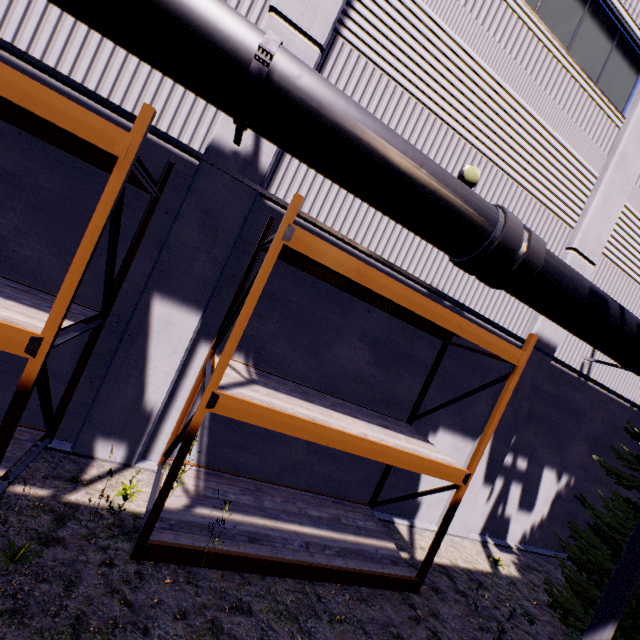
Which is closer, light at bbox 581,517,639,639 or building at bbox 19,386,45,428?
light at bbox 581,517,639,639

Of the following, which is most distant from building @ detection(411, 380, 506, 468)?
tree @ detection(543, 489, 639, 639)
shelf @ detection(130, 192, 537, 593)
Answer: tree @ detection(543, 489, 639, 639)

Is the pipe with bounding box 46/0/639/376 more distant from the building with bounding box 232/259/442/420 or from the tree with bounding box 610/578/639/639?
the tree with bounding box 610/578/639/639

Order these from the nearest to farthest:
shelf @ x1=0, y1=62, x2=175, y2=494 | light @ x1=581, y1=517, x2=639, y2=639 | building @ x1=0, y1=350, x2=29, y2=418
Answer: shelf @ x1=0, y1=62, x2=175, y2=494 → light @ x1=581, y1=517, x2=639, y2=639 → building @ x1=0, y1=350, x2=29, y2=418

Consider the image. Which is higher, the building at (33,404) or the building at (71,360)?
the building at (71,360)

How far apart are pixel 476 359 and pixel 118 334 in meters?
7.4 m

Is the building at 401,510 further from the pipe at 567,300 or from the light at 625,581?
the light at 625,581
